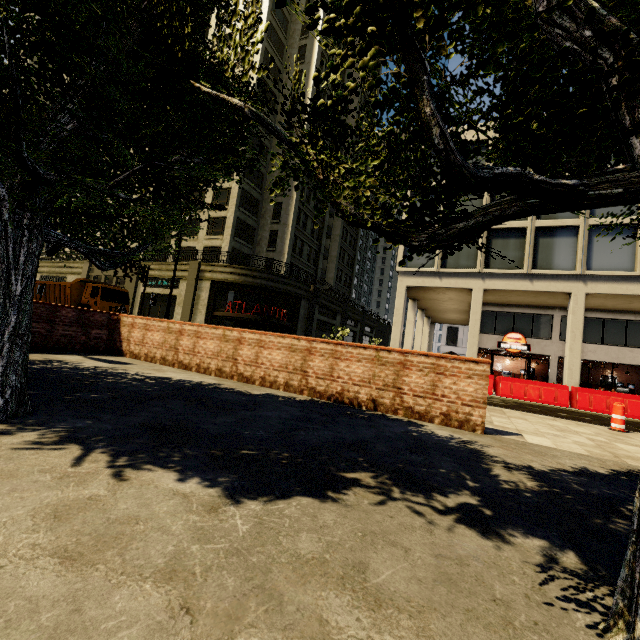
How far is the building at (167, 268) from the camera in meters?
29.7 m

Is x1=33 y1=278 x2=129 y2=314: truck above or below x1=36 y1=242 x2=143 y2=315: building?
below

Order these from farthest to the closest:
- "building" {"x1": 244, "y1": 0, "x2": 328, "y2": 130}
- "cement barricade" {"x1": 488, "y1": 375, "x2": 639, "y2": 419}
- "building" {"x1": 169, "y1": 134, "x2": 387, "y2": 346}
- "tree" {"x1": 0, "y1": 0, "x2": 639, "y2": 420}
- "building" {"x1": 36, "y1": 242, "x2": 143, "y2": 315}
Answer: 1. "building" {"x1": 244, "y1": 0, "x2": 328, "y2": 130}
2. "building" {"x1": 36, "y1": 242, "x2": 143, "y2": 315}
3. "building" {"x1": 169, "y1": 134, "x2": 387, "y2": 346}
4. "cement barricade" {"x1": 488, "y1": 375, "x2": 639, "y2": 419}
5. "tree" {"x1": 0, "y1": 0, "x2": 639, "y2": 420}

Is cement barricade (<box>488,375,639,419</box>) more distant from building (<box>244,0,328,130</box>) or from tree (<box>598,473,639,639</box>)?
tree (<box>598,473,639,639</box>)

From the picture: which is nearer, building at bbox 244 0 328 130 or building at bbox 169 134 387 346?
building at bbox 169 134 387 346

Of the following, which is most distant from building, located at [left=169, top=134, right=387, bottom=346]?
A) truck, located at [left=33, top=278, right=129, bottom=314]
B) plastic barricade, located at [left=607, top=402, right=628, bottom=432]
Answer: plastic barricade, located at [left=607, top=402, right=628, bottom=432]

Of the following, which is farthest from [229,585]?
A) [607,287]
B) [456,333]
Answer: [456,333]

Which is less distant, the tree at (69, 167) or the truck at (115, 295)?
the tree at (69, 167)
